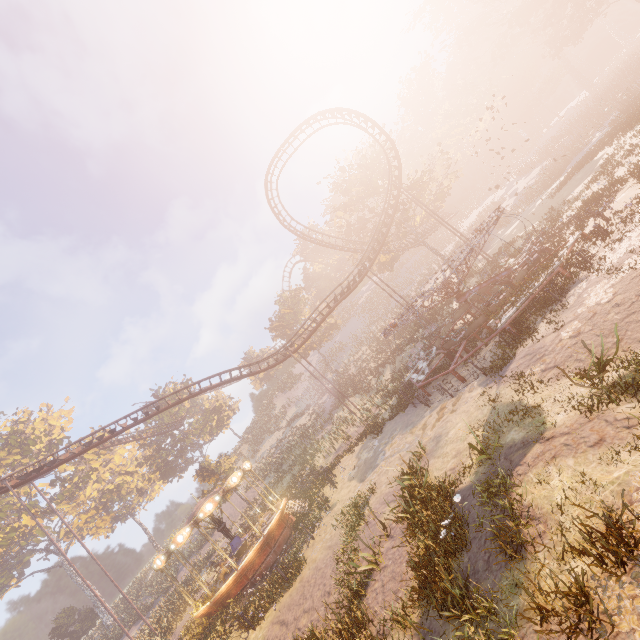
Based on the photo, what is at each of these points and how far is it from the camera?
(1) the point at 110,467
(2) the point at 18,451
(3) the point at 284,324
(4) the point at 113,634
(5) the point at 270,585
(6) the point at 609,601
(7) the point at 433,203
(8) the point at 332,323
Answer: (1) instancedfoliageactor, 51.2 meters
(2) instancedfoliageactor, 40.7 meters
(3) tree, 51.1 meters
(4) instancedfoliageactor, 36.3 meters
(5) instancedfoliageactor, 15.3 meters
(6) instancedfoliageactor, 4.2 meters
(7) tree, 38.5 meters
(8) tree, 49.3 meters

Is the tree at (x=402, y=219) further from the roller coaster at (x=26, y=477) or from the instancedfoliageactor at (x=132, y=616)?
the instancedfoliageactor at (x=132, y=616)

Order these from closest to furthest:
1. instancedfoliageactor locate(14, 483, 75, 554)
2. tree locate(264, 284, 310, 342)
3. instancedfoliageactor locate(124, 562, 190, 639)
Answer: instancedfoliageactor locate(124, 562, 190, 639) < instancedfoliageactor locate(14, 483, 75, 554) < tree locate(264, 284, 310, 342)

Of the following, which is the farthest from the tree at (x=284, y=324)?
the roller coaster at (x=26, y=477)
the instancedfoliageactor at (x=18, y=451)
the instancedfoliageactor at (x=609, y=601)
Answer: the instancedfoliageactor at (x=18, y=451)

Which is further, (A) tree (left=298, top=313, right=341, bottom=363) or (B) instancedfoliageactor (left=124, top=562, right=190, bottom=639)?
(A) tree (left=298, top=313, right=341, bottom=363)

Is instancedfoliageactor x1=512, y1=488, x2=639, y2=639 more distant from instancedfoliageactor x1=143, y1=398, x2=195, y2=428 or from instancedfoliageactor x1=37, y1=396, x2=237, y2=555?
instancedfoliageactor x1=143, y1=398, x2=195, y2=428

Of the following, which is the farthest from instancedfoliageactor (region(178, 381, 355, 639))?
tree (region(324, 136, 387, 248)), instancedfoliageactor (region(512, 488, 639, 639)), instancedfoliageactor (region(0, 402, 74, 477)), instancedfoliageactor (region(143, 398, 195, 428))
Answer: instancedfoliageactor (region(512, 488, 639, 639))

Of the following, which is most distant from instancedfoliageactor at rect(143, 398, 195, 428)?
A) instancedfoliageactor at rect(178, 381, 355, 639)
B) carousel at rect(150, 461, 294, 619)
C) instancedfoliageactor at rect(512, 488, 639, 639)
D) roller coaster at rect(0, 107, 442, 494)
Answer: instancedfoliageactor at rect(512, 488, 639, 639)
